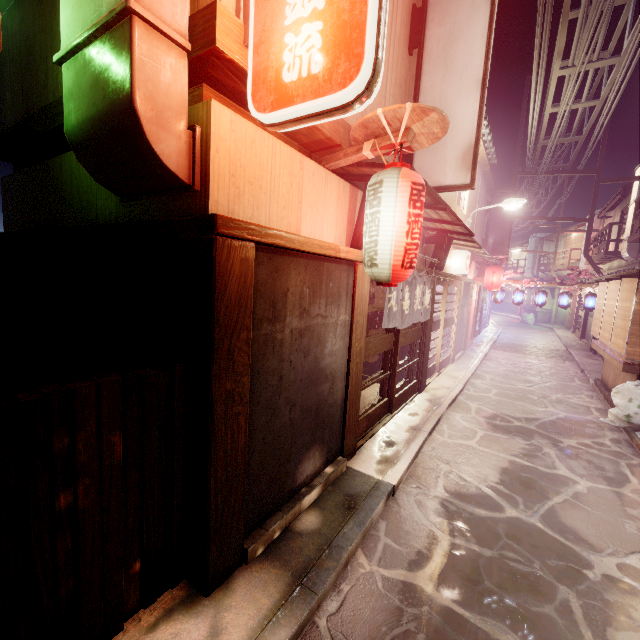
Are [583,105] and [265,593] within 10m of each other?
no

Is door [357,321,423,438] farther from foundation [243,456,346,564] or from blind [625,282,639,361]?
blind [625,282,639,361]

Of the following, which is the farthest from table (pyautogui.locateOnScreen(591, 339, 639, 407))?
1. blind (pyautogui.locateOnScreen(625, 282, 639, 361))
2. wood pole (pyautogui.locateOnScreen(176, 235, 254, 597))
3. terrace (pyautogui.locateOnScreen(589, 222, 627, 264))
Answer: terrace (pyautogui.locateOnScreen(589, 222, 627, 264))

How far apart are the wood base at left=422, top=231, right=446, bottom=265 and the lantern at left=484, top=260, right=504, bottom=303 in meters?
15.3

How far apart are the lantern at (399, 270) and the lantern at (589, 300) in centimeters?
2481cm

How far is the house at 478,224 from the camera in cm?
2258

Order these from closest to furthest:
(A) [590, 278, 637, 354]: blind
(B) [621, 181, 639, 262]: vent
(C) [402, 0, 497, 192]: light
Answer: (C) [402, 0, 497, 192]: light, (A) [590, 278, 637, 354]: blind, (B) [621, 181, 639, 262]: vent

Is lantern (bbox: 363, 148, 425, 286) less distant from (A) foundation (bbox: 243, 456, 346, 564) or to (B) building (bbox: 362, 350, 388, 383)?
(B) building (bbox: 362, 350, 388, 383)
